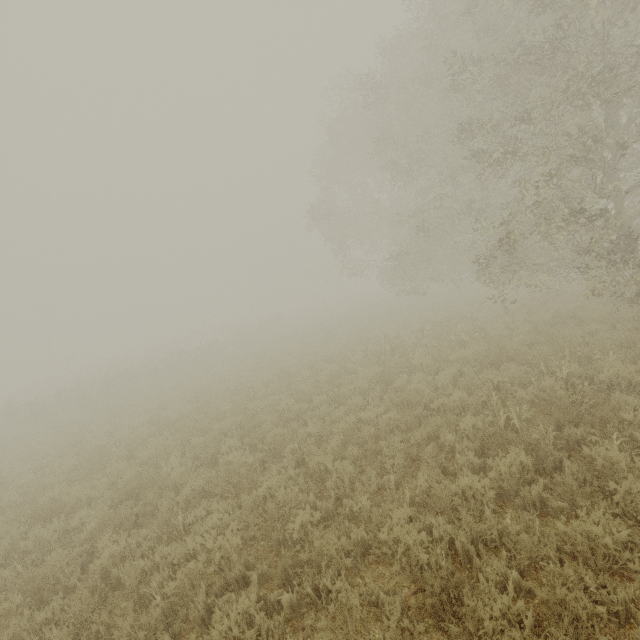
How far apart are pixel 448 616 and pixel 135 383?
23.6m
